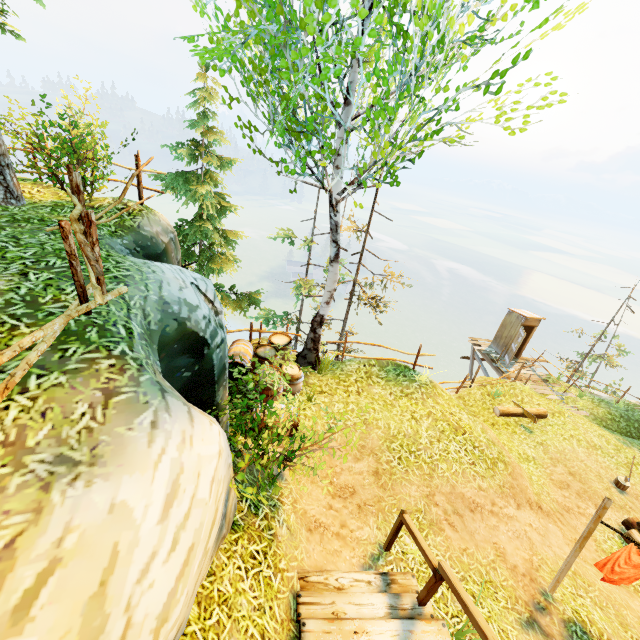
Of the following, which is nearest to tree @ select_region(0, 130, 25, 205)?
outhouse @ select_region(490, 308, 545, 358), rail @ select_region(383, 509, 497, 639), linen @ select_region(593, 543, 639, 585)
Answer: rail @ select_region(383, 509, 497, 639)

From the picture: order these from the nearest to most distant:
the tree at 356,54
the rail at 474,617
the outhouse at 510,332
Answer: the rail at 474,617, the tree at 356,54, the outhouse at 510,332

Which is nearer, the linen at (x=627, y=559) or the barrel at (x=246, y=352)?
the linen at (x=627, y=559)

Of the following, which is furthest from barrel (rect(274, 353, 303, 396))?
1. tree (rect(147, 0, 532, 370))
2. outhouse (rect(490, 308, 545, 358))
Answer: outhouse (rect(490, 308, 545, 358))

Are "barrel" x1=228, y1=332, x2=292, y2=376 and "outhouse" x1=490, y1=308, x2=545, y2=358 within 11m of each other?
no

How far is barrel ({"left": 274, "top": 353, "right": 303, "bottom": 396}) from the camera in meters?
8.1

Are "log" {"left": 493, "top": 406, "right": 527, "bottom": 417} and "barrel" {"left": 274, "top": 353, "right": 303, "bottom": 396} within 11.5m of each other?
yes

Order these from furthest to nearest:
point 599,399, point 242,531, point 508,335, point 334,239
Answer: point 508,335 < point 599,399 < point 334,239 < point 242,531
